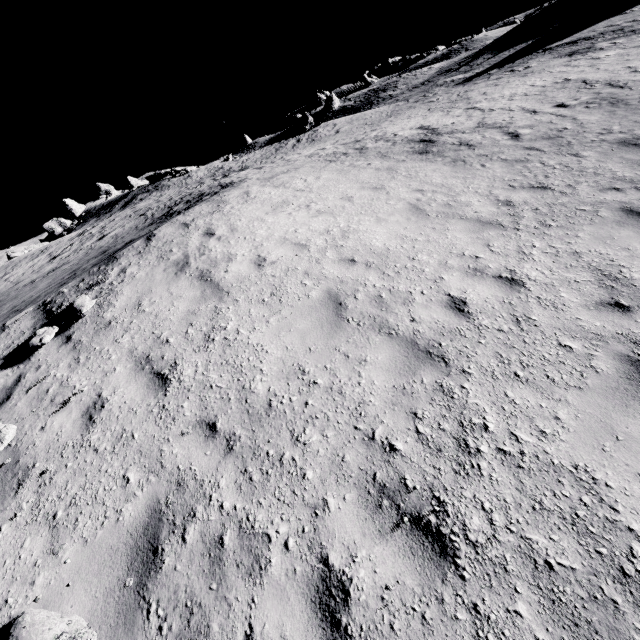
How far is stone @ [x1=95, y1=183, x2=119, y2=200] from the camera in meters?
54.7 m

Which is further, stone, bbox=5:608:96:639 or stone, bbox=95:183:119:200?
stone, bbox=95:183:119:200

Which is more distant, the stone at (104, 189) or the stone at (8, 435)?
the stone at (104, 189)

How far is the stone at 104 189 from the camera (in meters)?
54.70

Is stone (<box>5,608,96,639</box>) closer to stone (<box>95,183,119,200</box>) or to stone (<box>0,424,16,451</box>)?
stone (<box>0,424,16,451</box>)

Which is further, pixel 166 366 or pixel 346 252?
pixel 346 252

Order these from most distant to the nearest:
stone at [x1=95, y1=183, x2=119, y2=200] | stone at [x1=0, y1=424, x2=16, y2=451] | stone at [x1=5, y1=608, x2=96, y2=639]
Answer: stone at [x1=95, y1=183, x2=119, y2=200]
stone at [x1=0, y1=424, x2=16, y2=451]
stone at [x1=5, y1=608, x2=96, y2=639]
